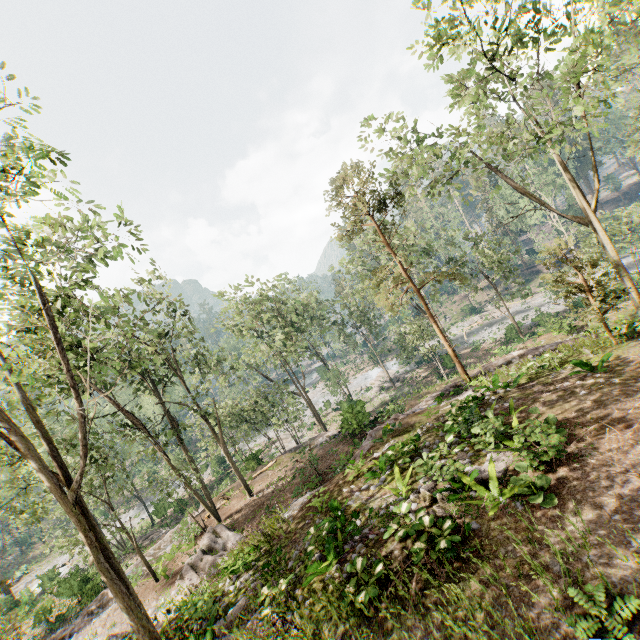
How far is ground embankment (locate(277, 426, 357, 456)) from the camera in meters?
22.2

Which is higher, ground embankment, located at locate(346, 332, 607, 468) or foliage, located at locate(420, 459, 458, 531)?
foliage, located at locate(420, 459, 458, 531)

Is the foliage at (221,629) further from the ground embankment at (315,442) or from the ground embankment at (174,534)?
the ground embankment at (174,534)

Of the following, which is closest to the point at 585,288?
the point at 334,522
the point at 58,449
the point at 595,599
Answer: the point at 595,599

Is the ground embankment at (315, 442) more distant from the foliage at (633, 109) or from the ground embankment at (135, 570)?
the ground embankment at (135, 570)

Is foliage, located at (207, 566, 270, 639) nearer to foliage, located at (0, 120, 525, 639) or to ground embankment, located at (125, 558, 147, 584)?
foliage, located at (0, 120, 525, 639)

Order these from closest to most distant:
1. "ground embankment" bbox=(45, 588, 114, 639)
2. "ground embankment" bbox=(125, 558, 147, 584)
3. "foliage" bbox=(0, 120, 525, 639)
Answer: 1. "foliage" bbox=(0, 120, 525, 639)
2. "ground embankment" bbox=(45, 588, 114, 639)
3. "ground embankment" bbox=(125, 558, 147, 584)
